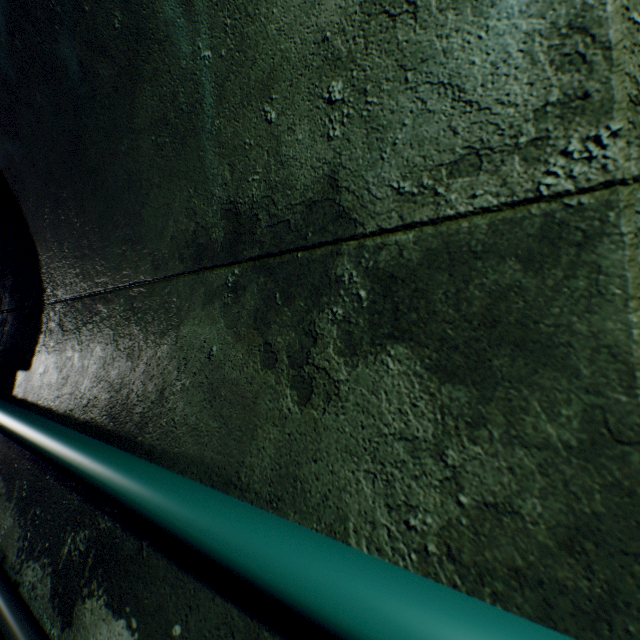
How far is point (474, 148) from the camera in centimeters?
57cm

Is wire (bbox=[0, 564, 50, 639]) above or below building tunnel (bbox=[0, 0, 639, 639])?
below

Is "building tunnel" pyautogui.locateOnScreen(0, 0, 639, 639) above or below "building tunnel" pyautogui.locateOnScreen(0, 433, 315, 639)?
above

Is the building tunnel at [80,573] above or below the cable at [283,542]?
below

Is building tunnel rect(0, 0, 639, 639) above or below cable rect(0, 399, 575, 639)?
above

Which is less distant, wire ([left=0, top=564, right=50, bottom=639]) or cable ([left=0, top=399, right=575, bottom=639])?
cable ([left=0, top=399, right=575, bottom=639])

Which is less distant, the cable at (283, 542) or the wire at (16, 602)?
the cable at (283, 542)
